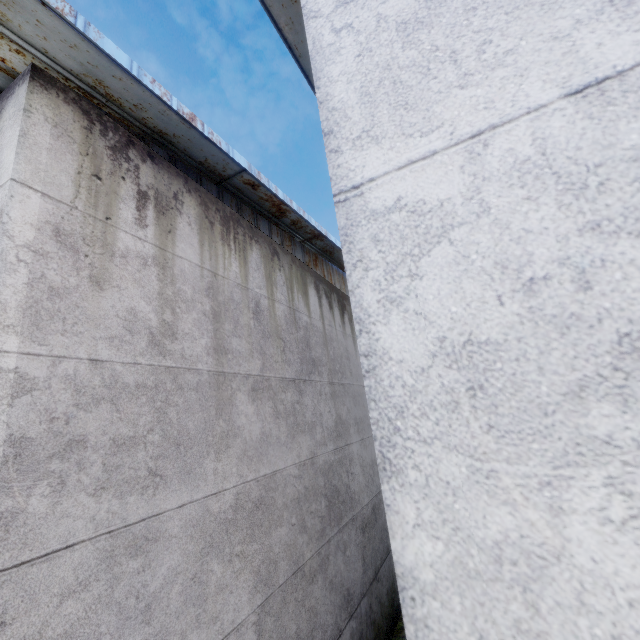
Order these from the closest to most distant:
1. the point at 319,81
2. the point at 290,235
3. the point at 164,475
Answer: the point at 319,81, the point at 164,475, the point at 290,235
